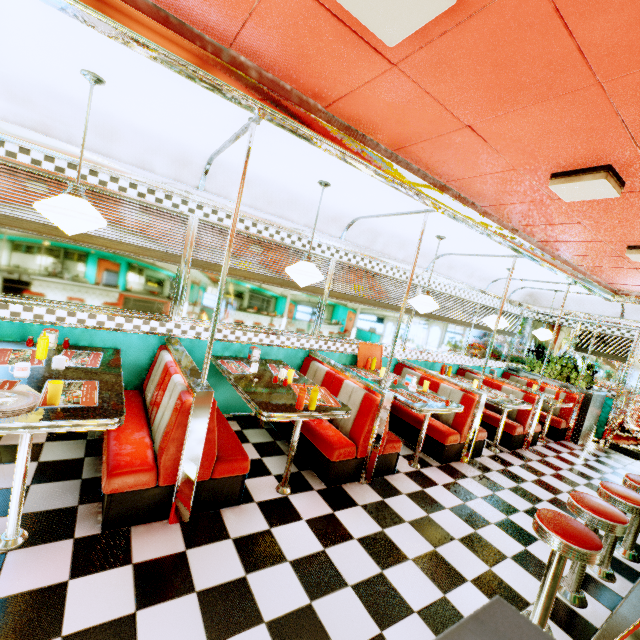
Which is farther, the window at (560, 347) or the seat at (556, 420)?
the window at (560, 347)

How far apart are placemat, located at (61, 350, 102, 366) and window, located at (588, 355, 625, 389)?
9.66m

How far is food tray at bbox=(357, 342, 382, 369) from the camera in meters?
5.3

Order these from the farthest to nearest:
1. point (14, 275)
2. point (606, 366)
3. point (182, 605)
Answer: point (606, 366)
point (14, 275)
point (182, 605)

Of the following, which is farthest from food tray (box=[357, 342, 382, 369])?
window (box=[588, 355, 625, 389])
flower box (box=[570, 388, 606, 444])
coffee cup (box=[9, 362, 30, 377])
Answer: window (box=[588, 355, 625, 389])

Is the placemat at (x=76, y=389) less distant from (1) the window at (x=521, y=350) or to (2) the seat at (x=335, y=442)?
(2) the seat at (x=335, y=442)

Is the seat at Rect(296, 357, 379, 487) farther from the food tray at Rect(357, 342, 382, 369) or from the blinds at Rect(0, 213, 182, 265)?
the blinds at Rect(0, 213, 182, 265)

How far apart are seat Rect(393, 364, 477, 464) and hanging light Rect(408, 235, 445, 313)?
1.3 meters
